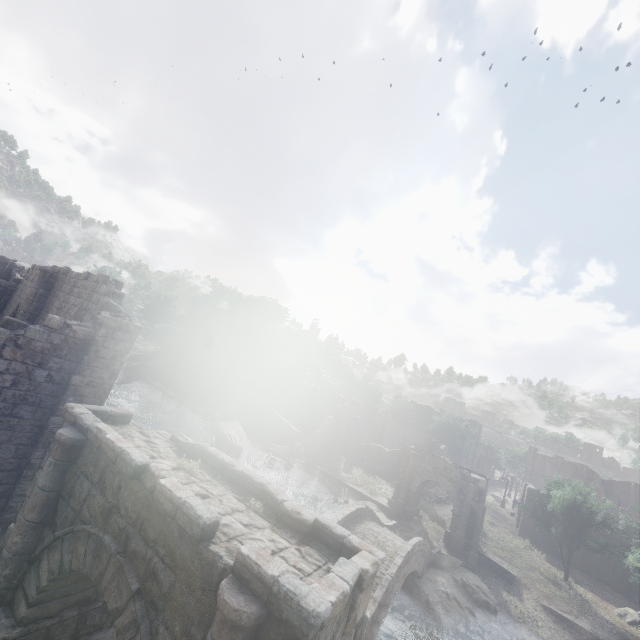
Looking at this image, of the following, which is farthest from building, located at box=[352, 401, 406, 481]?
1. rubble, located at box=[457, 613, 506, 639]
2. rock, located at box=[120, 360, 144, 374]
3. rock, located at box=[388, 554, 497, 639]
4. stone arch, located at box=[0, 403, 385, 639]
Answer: rubble, located at box=[457, 613, 506, 639]

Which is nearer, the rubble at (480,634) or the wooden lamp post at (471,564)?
the rubble at (480,634)

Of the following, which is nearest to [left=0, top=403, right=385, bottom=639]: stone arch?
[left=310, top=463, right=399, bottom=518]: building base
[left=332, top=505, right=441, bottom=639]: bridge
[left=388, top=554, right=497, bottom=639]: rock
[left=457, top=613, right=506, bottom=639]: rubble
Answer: [left=310, top=463, right=399, bottom=518]: building base

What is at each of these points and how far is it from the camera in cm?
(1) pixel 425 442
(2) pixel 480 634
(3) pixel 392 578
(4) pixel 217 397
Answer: (1) building, 4200
(2) rubble, 1952
(3) bridge, 1494
(4) rubble, 4791

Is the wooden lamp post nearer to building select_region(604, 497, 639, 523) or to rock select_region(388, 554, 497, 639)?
rock select_region(388, 554, 497, 639)

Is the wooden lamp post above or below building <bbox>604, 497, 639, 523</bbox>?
below

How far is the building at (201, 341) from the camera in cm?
4796

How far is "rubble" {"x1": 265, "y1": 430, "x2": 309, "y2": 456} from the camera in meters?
38.8
